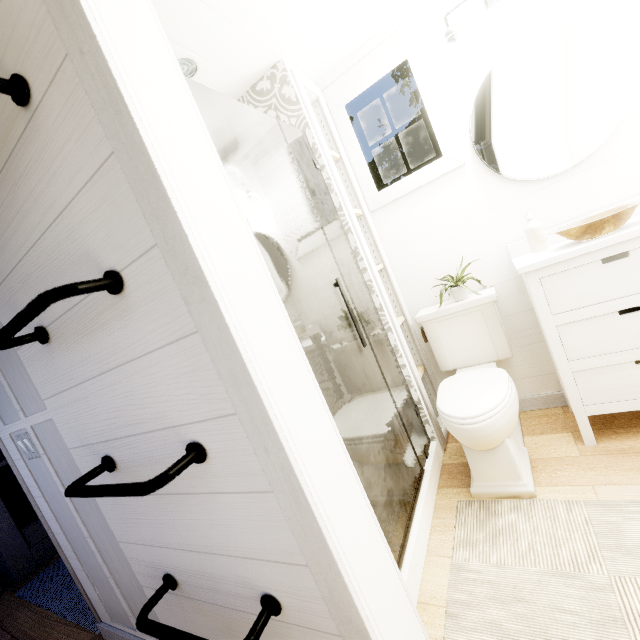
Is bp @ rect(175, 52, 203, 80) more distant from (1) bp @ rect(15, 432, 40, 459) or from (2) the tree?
(1) bp @ rect(15, 432, 40, 459)

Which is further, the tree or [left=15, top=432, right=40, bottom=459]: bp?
[left=15, top=432, right=40, bottom=459]: bp

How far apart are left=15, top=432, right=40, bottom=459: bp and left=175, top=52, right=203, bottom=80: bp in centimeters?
185cm

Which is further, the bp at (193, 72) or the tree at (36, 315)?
the bp at (193, 72)

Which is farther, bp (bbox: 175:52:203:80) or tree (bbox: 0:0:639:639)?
bp (bbox: 175:52:203:80)

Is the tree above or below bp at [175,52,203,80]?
below

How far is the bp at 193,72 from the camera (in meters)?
1.53

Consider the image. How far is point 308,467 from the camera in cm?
76
